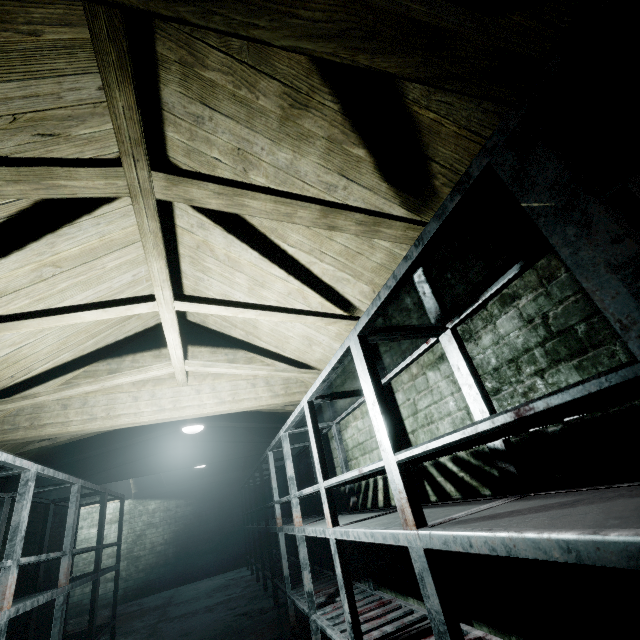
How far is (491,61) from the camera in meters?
0.9 m

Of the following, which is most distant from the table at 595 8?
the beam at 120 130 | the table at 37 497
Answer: the table at 37 497

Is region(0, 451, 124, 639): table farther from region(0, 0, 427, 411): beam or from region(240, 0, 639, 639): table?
region(240, 0, 639, 639): table

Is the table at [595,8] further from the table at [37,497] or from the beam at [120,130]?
the table at [37,497]

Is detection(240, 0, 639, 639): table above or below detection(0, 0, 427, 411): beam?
below

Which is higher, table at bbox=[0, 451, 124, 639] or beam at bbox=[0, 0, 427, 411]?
beam at bbox=[0, 0, 427, 411]

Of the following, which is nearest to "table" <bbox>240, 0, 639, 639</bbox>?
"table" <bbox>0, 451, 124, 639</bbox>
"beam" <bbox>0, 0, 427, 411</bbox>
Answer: "beam" <bbox>0, 0, 427, 411</bbox>
